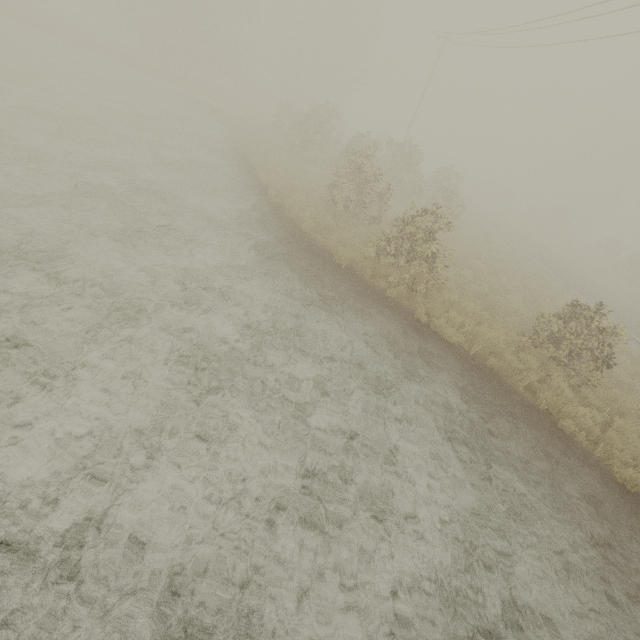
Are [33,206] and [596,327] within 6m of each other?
no
